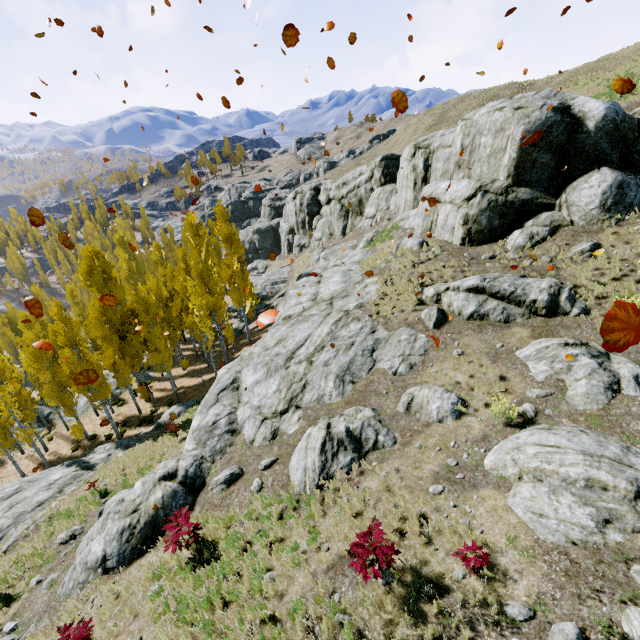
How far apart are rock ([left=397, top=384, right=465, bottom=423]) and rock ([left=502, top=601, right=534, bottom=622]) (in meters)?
4.53

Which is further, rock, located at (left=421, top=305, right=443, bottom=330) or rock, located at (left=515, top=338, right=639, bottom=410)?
rock, located at (left=421, top=305, right=443, bottom=330)

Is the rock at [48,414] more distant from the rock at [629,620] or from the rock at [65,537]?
the rock at [65,537]

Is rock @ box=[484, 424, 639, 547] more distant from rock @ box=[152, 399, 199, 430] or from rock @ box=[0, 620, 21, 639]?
rock @ box=[152, 399, 199, 430]

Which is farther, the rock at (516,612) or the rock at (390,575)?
the rock at (390,575)

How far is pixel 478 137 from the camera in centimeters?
1708cm

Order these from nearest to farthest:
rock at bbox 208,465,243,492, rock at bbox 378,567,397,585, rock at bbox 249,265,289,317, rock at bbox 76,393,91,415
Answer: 1. rock at bbox 378,567,397,585
2. rock at bbox 208,465,243,492
3. rock at bbox 76,393,91,415
4. rock at bbox 249,265,289,317

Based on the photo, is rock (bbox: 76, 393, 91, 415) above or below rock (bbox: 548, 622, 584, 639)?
below
